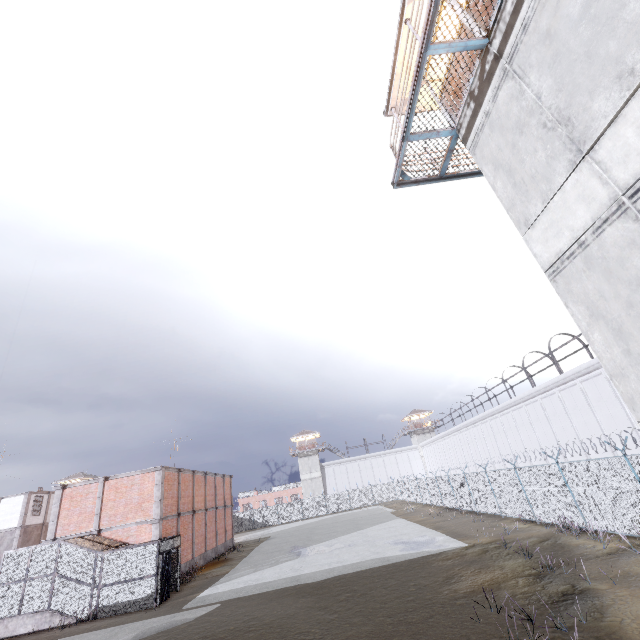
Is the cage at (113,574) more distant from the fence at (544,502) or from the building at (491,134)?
the building at (491,134)

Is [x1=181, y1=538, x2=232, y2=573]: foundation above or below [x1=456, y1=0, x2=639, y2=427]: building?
below

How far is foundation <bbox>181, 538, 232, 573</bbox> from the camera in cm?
2369

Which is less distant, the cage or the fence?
the fence

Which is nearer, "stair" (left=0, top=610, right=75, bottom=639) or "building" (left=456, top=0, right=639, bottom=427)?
"building" (left=456, top=0, right=639, bottom=427)

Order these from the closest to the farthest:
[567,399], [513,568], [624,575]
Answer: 1. [624,575]
2. [513,568]
3. [567,399]

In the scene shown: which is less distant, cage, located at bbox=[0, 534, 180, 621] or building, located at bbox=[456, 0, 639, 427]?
building, located at bbox=[456, 0, 639, 427]

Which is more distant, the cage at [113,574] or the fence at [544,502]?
the cage at [113,574]
